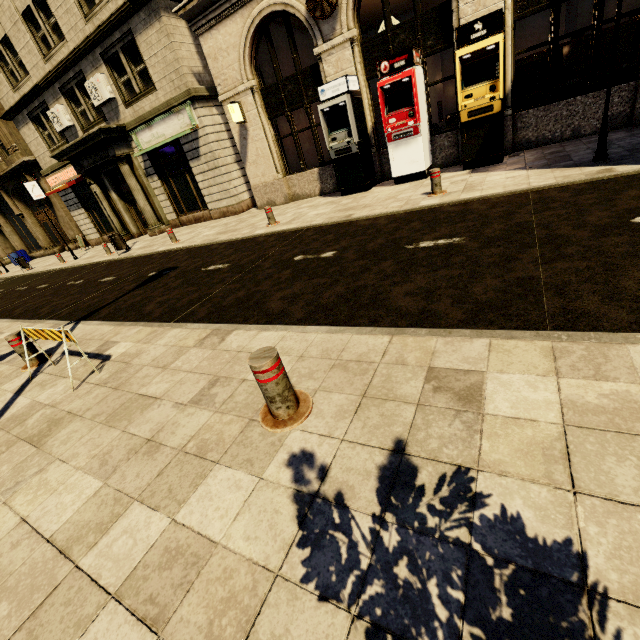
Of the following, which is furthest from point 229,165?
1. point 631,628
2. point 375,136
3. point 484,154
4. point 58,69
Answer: point 631,628

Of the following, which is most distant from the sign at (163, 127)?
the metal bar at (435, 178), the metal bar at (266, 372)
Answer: the metal bar at (266, 372)

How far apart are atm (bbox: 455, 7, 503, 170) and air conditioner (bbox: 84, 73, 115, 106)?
14.29m

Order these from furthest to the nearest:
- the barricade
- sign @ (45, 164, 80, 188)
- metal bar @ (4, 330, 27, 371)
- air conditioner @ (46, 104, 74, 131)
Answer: sign @ (45, 164, 80, 188), air conditioner @ (46, 104, 74, 131), metal bar @ (4, 330, 27, 371), the barricade

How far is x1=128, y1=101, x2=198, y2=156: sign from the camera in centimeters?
1321cm

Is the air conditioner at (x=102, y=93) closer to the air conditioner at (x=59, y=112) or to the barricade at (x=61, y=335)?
the air conditioner at (x=59, y=112)

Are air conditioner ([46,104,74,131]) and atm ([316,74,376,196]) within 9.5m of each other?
no

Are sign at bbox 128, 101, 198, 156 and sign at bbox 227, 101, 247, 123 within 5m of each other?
yes
